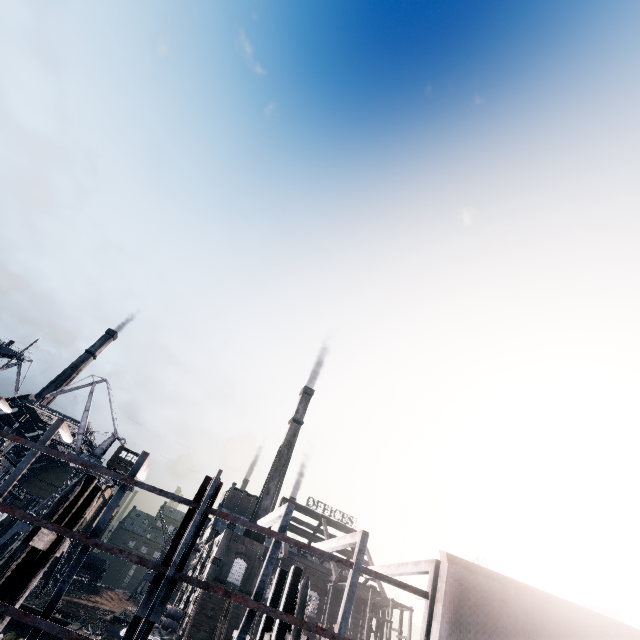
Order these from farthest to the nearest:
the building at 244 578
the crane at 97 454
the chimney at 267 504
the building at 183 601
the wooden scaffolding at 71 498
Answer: the chimney at 267 504, the crane at 97 454, the building at 244 578, the building at 183 601, the wooden scaffolding at 71 498

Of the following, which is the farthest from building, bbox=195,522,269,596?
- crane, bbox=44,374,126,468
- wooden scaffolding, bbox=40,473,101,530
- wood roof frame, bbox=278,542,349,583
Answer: wooden scaffolding, bbox=40,473,101,530

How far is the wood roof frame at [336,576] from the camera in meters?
47.4

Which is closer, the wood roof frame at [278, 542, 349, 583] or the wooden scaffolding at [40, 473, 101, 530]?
the wooden scaffolding at [40, 473, 101, 530]

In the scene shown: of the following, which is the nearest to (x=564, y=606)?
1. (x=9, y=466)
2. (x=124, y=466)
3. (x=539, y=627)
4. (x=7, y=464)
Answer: (x=539, y=627)

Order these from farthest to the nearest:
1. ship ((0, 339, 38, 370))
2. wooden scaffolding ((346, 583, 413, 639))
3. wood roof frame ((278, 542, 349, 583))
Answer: wood roof frame ((278, 542, 349, 583)) → ship ((0, 339, 38, 370)) → wooden scaffolding ((346, 583, 413, 639))

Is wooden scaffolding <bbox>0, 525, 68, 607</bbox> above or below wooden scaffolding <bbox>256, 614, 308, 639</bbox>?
below

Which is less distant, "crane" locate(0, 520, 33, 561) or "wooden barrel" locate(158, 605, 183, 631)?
"crane" locate(0, 520, 33, 561)
